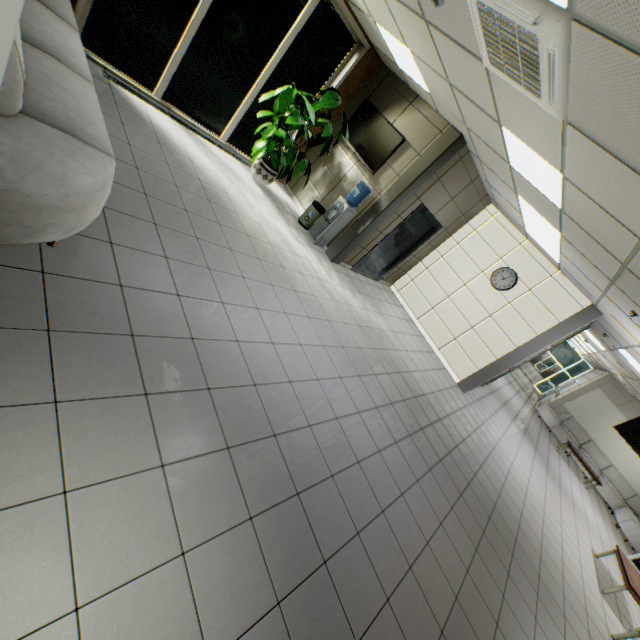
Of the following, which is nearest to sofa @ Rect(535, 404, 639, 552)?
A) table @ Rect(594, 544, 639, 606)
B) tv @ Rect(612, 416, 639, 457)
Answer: tv @ Rect(612, 416, 639, 457)

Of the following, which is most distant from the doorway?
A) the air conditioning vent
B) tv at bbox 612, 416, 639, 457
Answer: the air conditioning vent

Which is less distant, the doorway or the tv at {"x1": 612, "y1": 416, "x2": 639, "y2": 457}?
the tv at {"x1": 612, "y1": 416, "x2": 639, "y2": 457}

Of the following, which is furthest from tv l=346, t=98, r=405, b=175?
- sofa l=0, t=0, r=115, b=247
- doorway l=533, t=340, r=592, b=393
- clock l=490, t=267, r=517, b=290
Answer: doorway l=533, t=340, r=592, b=393

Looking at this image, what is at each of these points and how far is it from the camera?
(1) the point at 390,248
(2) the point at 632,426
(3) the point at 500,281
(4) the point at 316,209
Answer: (1) elevator door, 7.9 meters
(2) tv, 10.8 meters
(3) clock, 7.7 meters
(4) garbage can, 6.8 meters

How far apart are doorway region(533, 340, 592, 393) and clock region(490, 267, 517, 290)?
16.5 meters

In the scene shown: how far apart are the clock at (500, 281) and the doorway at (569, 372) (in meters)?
16.46

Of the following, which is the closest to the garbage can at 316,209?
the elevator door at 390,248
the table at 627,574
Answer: the elevator door at 390,248
